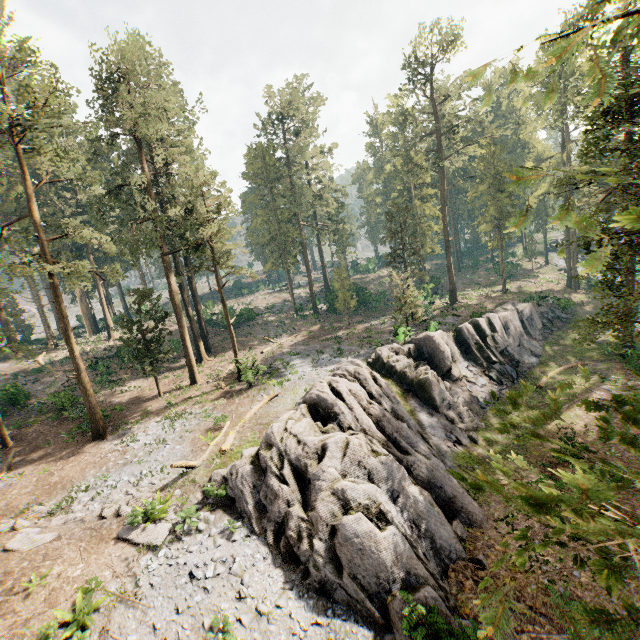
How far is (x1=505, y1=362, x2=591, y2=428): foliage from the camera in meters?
1.7 m

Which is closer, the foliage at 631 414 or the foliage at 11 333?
the foliage at 631 414

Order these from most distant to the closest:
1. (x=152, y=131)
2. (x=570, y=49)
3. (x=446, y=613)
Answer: (x=152, y=131), (x=446, y=613), (x=570, y=49)

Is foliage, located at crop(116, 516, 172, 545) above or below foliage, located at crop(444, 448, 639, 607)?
below

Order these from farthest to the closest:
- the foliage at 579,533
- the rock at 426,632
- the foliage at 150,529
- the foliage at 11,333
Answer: the foliage at 11,333
the foliage at 150,529
the rock at 426,632
the foliage at 579,533

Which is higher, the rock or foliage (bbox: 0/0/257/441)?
foliage (bbox: 0/0/257/441)

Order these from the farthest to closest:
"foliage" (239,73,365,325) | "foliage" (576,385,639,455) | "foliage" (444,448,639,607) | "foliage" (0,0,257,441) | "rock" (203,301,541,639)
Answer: "foliage" (239,73,365,325) < "foliage" (0,0,257,441) < "rock" (203,301,541,639) < "foliage" (576,385,639,455) < "foliage" (444,448,639,607)
